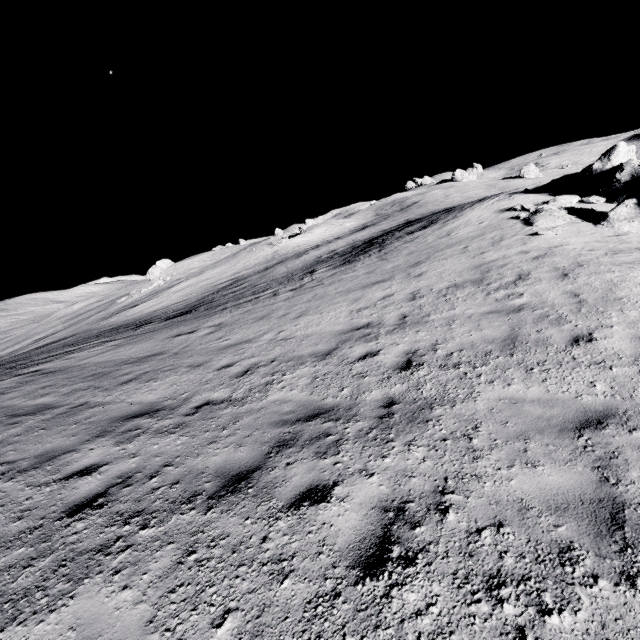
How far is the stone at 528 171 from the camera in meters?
55.4

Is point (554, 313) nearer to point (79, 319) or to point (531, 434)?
point (531, 434)

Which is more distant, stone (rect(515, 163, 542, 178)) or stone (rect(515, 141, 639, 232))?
stone (rect(515, 163, 542, 178))

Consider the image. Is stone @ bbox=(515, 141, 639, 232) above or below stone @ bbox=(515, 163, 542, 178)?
below

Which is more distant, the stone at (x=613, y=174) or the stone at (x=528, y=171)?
the stone at (x=528, y=171)

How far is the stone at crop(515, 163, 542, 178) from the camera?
55.4m
